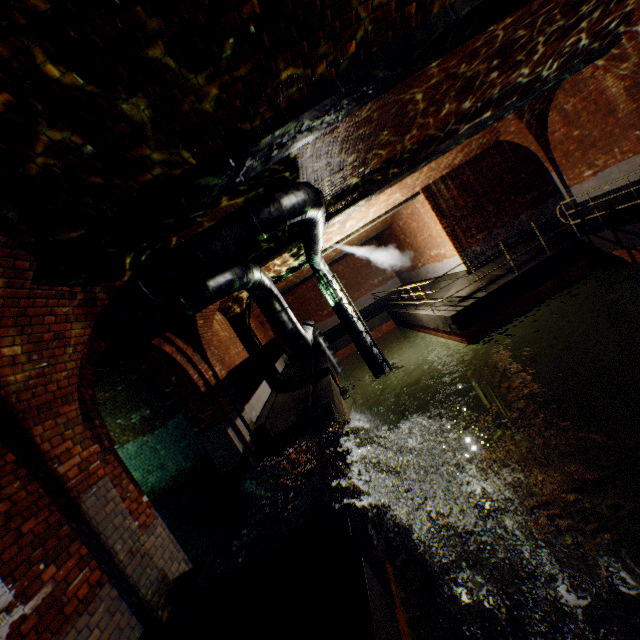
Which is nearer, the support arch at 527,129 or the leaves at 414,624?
the leaves at 414,624

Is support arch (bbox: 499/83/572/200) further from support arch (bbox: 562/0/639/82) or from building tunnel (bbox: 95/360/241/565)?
building tunnel (bbox: 95/360/241/565)

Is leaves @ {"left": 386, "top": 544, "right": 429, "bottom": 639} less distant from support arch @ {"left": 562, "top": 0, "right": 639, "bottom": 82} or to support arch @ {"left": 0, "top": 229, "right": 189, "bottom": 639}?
support arch @ {"left": 0, "top": 229, "right": 189, "bottom": 639}

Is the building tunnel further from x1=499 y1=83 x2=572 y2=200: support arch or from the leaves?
x1=499 y1=83 x2=572 y2=200: support arch

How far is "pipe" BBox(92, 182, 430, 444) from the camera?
4.9m

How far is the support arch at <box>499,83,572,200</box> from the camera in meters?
11.1 m

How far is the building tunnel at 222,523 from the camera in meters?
6.9 m

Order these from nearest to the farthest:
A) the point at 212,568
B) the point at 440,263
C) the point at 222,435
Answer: the point at 212,568 < the point at 222,435 < the point at 440,263
